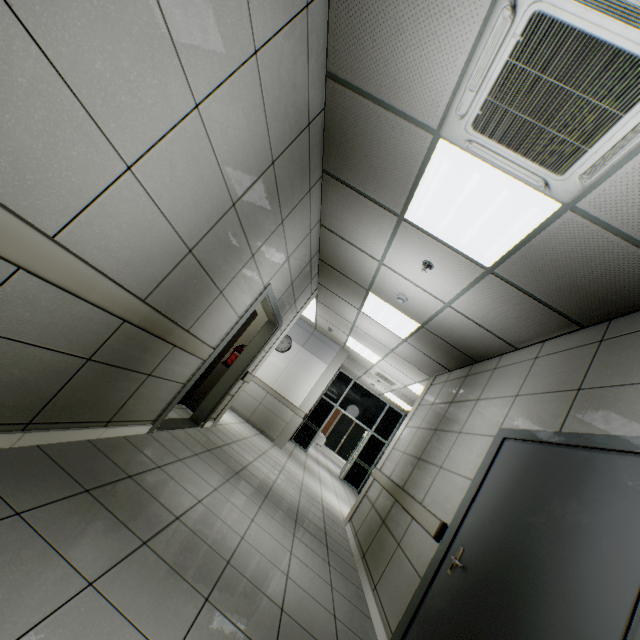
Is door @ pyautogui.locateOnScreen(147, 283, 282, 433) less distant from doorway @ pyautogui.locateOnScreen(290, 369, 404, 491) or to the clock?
the clock

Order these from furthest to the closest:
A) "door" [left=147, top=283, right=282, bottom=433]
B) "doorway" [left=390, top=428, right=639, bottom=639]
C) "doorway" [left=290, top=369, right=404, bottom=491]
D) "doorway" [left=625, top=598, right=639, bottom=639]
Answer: "doorway" [left=290, top=369, right=404, bottom=491] → "door" [left=147, top=283, right=282, bottom=433] → "doorway" [left=390, top=428, right=639, bottom=639] → "doorway" [left=625, top=598, right=639, bottom=639]

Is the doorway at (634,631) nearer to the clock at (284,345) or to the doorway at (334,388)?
the clock at (284,345)

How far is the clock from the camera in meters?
9.4

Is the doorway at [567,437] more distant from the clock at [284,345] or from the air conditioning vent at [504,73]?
the clock at [284,345]

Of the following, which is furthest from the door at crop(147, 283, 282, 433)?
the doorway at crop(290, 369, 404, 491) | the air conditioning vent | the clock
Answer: the doorway at crop(290, 369, 404, 491)

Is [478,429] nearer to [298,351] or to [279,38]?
[279,38]

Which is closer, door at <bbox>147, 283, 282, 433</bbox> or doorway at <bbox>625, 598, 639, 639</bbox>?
doorway at <bbox>625, 598, 639, 639</bbox>
